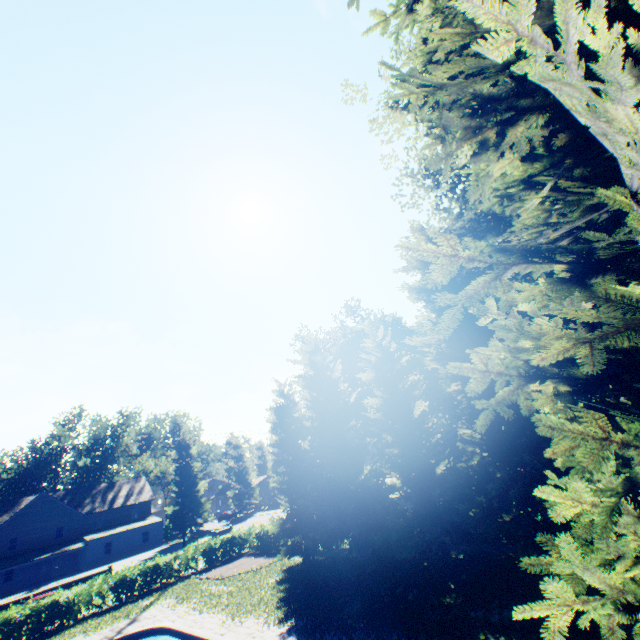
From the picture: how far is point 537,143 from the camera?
6.45m

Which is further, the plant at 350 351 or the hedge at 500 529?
the plant at 350 351

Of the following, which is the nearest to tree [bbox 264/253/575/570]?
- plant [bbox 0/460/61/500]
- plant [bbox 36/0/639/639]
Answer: plant [bbox 36/0/639/639]

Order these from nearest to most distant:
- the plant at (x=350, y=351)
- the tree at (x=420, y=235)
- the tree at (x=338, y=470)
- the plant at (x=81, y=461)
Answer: the tree at (x=338, y=470)
the tree at (x=420, y=235)
the plant at (x=350, y=351)
the plant at (x=81, y=461)

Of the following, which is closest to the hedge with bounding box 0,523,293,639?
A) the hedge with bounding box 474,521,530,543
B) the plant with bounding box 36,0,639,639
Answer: the plant with bounding box 36,0,639,639

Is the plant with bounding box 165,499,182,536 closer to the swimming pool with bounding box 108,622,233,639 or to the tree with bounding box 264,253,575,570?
the tree with bounding box 264,253,575,570

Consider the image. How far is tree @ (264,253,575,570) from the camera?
13.1 meters

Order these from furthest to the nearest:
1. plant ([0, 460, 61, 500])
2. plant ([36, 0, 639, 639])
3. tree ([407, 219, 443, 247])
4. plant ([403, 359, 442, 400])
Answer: plant ([0, 460, 61, 500])
plant ([403, 359, 442, 400])
tree ([407, 219, 443, 247])
plant ([36, 0, 639, 639])
